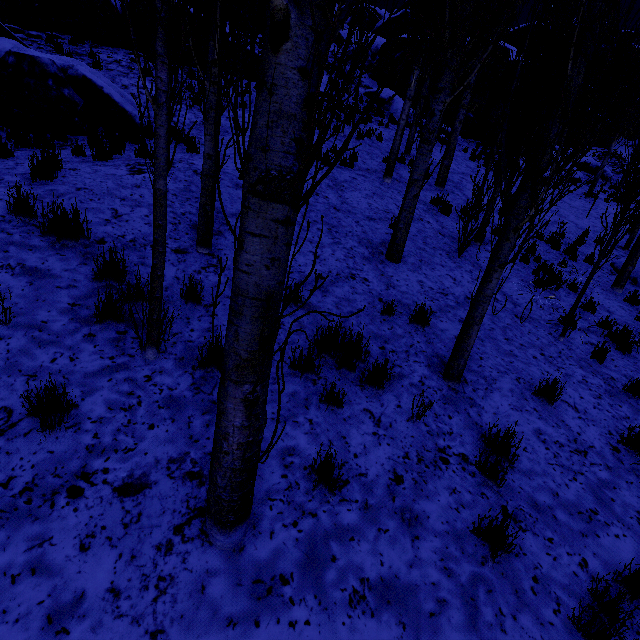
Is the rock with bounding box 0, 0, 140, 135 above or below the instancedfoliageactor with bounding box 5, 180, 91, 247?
above

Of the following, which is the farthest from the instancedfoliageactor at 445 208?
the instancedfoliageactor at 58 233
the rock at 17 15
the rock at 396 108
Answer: the rock at 396 108

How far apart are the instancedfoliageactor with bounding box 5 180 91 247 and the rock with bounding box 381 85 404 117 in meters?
20.1 m

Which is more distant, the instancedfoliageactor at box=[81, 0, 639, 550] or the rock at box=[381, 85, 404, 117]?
the rock at box=[381, 85, 404, 117]

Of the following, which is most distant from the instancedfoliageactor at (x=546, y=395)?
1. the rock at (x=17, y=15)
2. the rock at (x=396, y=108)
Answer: the rock at (x=396, y=108)

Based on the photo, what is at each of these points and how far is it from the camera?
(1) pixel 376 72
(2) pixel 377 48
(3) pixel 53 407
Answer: (1) rock, 23.16m
(2) rock, 24.20m
(3) instancedfoliageactor, 2.24m

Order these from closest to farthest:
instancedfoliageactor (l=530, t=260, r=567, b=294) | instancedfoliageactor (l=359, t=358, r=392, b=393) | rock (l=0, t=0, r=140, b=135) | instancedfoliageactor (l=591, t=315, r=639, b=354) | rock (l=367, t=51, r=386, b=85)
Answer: instancedfoliageactor (l=359, t=358, r=392, b=393), instancedfoliageactor (l=591, t=315, r=639, b=354), rock (l=0, t=0, r=140, b=135), instancedfoliageactor (l=530, t=260, r=567, b=294), rock (l=367, t=51, r=386, b=85)

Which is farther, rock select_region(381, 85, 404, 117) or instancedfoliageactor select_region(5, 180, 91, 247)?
rock select_region(381, 85, 404, 117)
